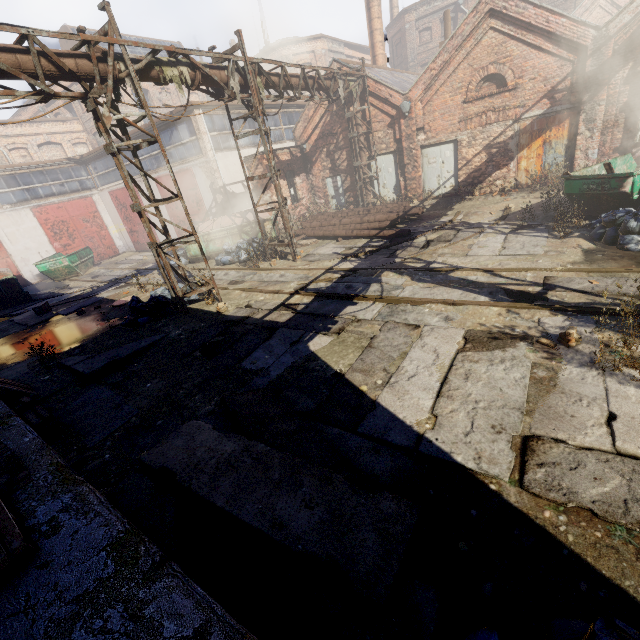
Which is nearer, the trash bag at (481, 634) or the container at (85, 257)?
the trash bag at (481, 634)

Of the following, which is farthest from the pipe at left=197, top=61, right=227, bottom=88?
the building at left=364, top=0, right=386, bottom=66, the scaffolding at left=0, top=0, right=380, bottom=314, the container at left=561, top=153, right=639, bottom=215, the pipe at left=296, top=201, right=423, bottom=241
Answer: the building at left=364, top=0, right=386, bottom=66

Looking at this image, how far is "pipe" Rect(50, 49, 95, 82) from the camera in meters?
6.4 m

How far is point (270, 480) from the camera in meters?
3.1

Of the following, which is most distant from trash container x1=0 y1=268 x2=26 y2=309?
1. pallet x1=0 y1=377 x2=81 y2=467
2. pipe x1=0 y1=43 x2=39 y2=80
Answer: pipe x1=0 y1=43 x2=39 y2=80

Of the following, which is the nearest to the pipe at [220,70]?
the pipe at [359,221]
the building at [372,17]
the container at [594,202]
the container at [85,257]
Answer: the container at [594,202]

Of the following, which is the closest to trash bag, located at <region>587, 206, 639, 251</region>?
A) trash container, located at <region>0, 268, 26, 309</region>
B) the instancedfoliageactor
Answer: the instancedfoliageactor

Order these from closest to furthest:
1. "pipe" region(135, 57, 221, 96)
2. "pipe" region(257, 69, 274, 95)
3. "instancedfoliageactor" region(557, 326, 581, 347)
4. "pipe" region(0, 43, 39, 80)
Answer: "instancedfoliageactor" region(557, 326, 581, 347) < "pipe" region(0, 43, 39, 80) < "pipe" region(135, 57, 221, 96) < "pipe" region(257, 69, 274, 95)
